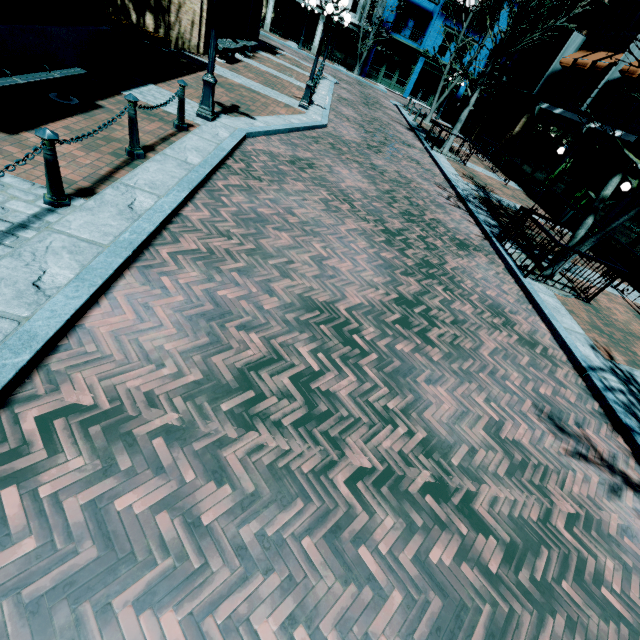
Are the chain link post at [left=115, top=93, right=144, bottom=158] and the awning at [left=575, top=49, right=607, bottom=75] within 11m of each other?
no

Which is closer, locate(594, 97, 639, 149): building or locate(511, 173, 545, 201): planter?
locate(594, 97, 639, 149): building

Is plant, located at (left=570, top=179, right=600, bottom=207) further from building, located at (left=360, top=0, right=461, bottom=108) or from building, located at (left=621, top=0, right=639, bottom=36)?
building, located at (left=360, top=0, right=461, bottom=108)

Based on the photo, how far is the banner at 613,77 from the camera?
13.81m

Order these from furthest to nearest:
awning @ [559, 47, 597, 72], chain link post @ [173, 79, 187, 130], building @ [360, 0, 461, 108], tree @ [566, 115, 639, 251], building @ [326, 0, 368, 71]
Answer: building @ [326, 0, 368, 71], building @ [360, 0, 461, 108], awning @ [559, 47, 597, 72], tree @ [566, 115, 639, 251], chain link post @ [173, 79, 187, 130]

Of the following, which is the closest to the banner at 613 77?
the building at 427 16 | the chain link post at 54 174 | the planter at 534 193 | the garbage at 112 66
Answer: the planter at 534 193

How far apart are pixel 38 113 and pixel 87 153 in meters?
1.4

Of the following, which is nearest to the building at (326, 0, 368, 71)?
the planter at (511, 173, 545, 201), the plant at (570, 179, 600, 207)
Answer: the planter at (511, 173, 545, 201)
